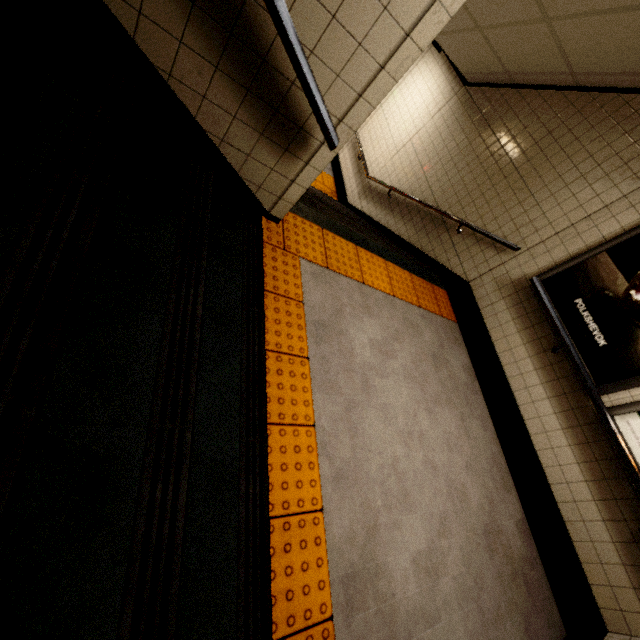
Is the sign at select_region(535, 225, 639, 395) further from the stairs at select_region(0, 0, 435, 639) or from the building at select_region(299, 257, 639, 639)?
the stairs at select_region(0, 0, 435, 639)

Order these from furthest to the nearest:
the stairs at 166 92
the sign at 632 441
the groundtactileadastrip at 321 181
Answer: the groundtactileadastrip at 321 181, the sign at 632 441, the stairs at 166 92

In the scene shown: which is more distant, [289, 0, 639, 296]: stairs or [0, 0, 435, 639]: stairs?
[289, 0, 639, 296]: stairs

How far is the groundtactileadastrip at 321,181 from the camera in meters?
6.8 m

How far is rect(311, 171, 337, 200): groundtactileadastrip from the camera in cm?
677

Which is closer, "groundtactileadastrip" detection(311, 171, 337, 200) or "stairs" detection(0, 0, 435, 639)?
"stairs" detection(0, 0, 435, 639)

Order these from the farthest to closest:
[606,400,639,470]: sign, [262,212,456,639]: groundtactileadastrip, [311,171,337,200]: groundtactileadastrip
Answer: [311,171,337,200]: groundtactileadastrip → [606,400,639,470]: sign → [262,212,456,639]: groundtactileadastrip

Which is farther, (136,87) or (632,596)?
(632,596)
